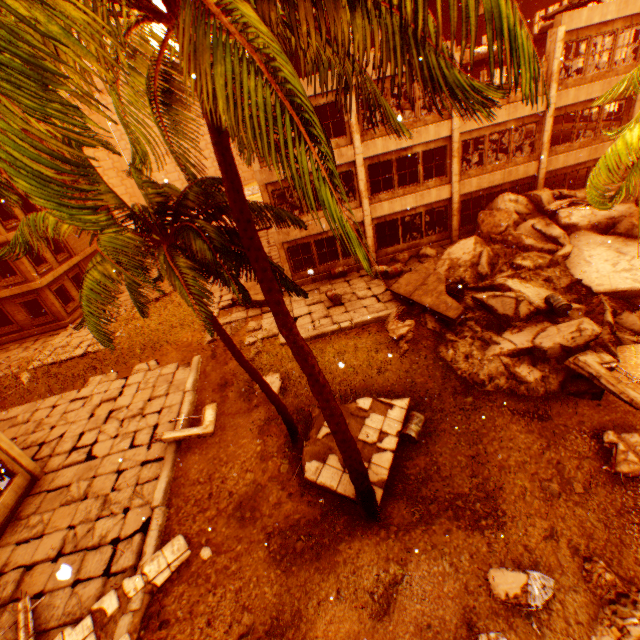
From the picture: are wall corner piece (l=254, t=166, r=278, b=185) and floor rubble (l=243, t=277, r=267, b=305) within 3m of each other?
no

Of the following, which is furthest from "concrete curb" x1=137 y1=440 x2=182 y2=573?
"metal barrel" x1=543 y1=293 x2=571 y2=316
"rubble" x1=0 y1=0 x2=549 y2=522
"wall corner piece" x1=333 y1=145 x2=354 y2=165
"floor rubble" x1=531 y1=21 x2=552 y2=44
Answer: "floor rubble" x1=531 y1=21 x2=552 y2=44

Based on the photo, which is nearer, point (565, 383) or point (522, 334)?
point (565, 383)

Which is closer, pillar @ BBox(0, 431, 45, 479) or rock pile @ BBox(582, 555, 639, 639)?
rock pile @ BBox(582, 555, 639, 639)

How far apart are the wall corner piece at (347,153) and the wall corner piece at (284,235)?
2.2 meters

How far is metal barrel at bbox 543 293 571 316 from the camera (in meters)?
11.32

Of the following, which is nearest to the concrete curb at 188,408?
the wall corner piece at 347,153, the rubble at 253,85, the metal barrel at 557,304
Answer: the rubble at 253,85

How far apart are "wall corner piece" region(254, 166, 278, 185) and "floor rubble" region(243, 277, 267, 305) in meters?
5.3
